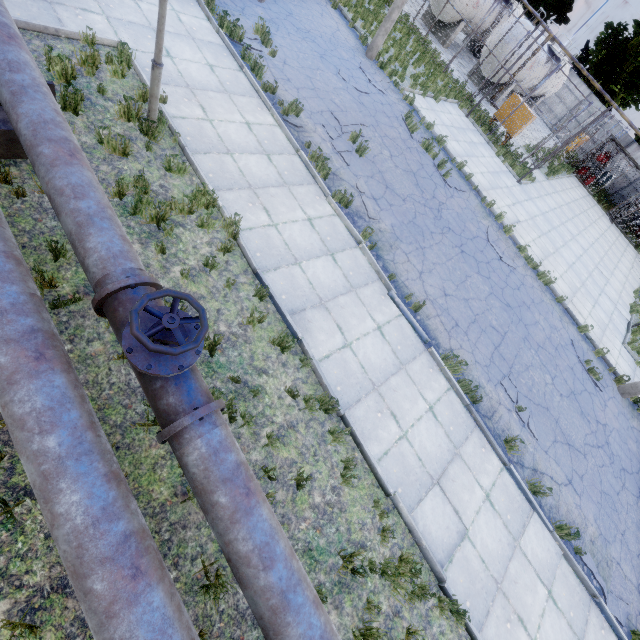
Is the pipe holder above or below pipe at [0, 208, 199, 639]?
below

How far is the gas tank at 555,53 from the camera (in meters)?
21.31

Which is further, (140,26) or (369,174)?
(369,174)

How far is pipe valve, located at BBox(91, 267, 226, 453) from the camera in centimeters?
286cm

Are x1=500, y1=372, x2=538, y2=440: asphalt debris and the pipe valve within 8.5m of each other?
yes

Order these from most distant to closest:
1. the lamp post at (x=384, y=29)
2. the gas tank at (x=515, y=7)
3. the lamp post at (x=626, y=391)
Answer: the gas tank at (x=515, y=7), the lamp post at (x=384, y=29), the lamp post at (x=626, y=391)

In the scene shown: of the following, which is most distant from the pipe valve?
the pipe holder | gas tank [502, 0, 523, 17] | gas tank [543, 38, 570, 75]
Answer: gas tank [502, 0, 523, 17]

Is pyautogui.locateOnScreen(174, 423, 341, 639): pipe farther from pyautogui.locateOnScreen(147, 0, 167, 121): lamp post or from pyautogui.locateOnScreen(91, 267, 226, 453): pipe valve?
pyautogui.locateOnScreen(147, 0, 167, 121): lamp post
